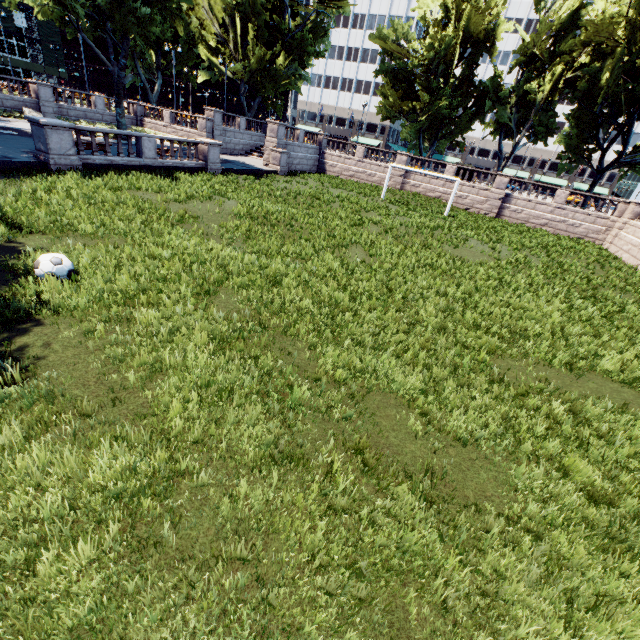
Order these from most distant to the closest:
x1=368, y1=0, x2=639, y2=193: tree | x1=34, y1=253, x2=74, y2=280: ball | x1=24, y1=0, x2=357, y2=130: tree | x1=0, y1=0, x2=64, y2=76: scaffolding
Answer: x1=0, y1=0, x2=64, y2=76: scaffolding
x1=368, y1=0, x2=639, y2=193: tree
x1=24, y1=0, x2=357, y2=130: tree
x1=34, y1=253, x2=74, y2=280: ball

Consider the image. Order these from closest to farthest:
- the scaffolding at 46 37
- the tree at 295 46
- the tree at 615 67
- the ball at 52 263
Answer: the ball at 52 263 < the tree at 295 46 < the tree at 615 67 < the scaffolding at 46 37

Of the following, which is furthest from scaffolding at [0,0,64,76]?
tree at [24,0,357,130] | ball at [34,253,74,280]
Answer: ball at [34,253,74,280]

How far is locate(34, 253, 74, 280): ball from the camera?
6.7m

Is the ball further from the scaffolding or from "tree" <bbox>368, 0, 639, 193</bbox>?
the scaffolding

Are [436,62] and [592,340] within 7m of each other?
no

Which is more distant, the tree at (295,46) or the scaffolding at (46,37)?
the scaffolding at (46,37)
